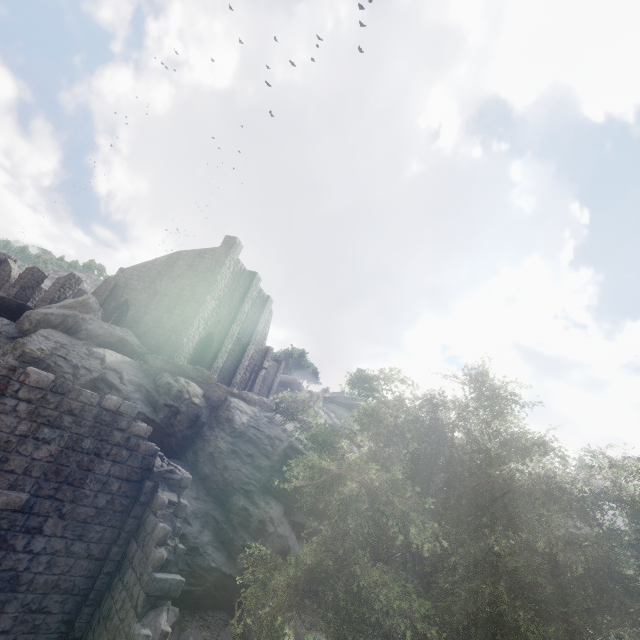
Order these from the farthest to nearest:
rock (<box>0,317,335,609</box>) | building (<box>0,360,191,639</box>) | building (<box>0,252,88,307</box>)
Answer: building (<box>0,252,88,307</box>), rock (<box>0,317,335,609</box>), building (<box>0,360,191,639</box>)

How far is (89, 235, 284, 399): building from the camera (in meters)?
25.41

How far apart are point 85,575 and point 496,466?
12.0m

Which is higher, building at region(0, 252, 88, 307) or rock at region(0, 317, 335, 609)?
building at region(0, 252, 88, 307)

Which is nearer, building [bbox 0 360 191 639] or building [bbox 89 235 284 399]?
building [bbox 0 360 191 639]

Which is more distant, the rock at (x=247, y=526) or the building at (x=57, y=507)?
the rock at (x=247, y=526)
